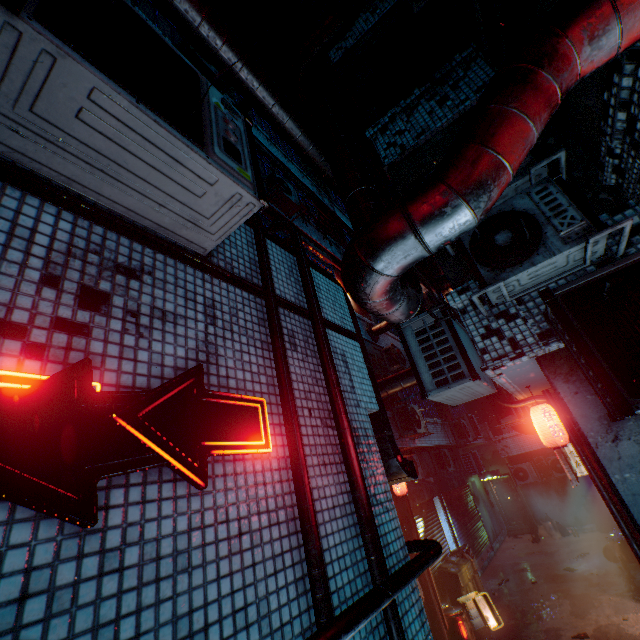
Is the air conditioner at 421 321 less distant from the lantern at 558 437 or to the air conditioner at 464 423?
the lantern at 558 437

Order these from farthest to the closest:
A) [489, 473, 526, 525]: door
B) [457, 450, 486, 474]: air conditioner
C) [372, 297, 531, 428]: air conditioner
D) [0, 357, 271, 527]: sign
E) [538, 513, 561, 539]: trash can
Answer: [489, 473, 526, 525]: door, [457, 450, 486, 474]: air conditioner, [538, 513, 561, 539]: trash can, [372, 297, 531, 428]: air conditioner, [0, 357, 271, 527]: sign

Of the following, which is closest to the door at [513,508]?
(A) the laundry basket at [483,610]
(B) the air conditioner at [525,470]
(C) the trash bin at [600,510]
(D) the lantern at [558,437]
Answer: (B) the air conditioner at [525,470]

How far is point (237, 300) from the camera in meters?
2.3

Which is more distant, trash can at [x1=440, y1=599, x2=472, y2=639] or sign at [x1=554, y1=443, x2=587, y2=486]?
trash can at [x1=440, y1=599, x2=472, y2=639]

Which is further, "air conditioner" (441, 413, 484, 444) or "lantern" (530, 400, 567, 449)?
"air conditioner" (441, 413, 484, 444)

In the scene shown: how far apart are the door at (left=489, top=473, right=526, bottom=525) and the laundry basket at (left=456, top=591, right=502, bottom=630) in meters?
9.2

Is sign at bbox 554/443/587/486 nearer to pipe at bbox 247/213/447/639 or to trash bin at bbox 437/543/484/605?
trash bin at bbox 437/543/484/605
